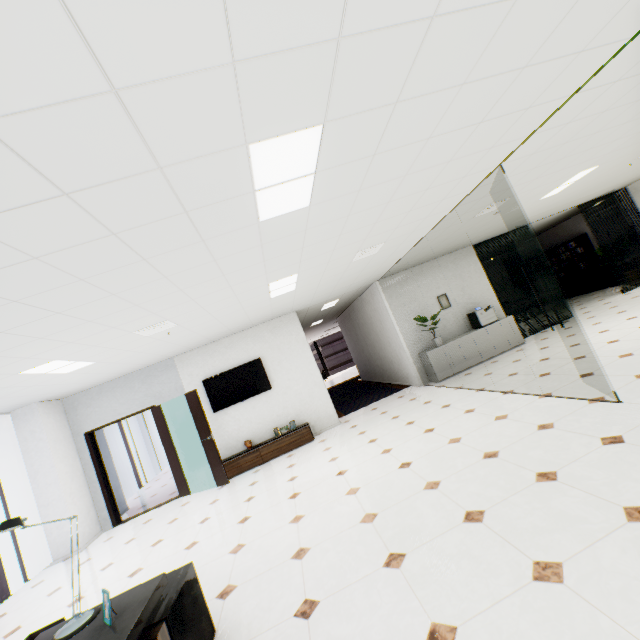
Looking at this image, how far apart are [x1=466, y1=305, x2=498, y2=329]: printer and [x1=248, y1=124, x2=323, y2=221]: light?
6.9 meters

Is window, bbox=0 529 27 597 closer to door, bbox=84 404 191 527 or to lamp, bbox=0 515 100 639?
door, bbox=84 404 191 527

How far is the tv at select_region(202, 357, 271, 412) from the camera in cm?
748

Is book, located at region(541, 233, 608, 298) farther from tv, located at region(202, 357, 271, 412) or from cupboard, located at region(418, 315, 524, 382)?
tv, located at region(202, 357, 271, 412)

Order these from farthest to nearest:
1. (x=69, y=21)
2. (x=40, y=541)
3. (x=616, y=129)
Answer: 1. (x=40, y=541)
2. (x=616, y=129)
3. (x=69, y=21)

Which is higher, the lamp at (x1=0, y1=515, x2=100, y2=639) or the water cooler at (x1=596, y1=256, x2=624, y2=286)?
the lamp at (x1=0, y1=515, x2=100, y2=639)

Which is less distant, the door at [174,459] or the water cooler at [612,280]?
the door at [174,459]

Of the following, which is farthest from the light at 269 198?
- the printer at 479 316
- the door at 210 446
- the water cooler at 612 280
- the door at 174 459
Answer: the water cooler at 612 280
